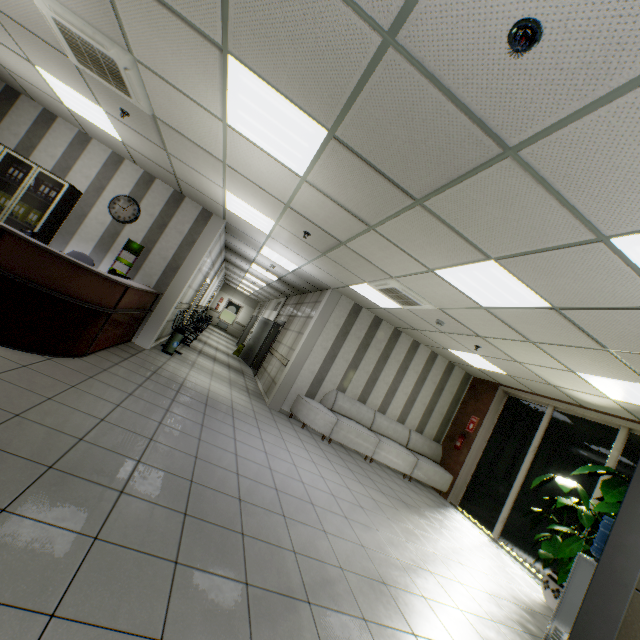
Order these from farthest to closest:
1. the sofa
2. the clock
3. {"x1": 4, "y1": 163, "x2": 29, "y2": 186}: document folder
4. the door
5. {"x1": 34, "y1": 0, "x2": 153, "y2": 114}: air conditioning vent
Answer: the door, the sofa, the clock, {"x1": 4, "y1": 163, "x2": 29, "y2": 186}: document folder, {"x1": 34, "y1": 0, "x2": 153, "y2": 114}: air conditioning vent

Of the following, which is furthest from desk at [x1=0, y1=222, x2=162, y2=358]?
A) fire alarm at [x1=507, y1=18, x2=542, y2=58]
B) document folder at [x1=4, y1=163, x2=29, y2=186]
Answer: fire alarm at [x1=507, y1=18, x2=542, y2=58]

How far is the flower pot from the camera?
4.6m

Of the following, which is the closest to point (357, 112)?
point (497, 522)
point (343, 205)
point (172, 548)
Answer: point (343, 205)

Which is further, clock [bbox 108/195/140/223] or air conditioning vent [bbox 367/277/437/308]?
clock [bbox 108/195/140/223]

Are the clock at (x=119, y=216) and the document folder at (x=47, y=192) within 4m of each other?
yes

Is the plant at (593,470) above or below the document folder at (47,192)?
above

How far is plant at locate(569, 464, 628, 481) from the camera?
4.8 meters
